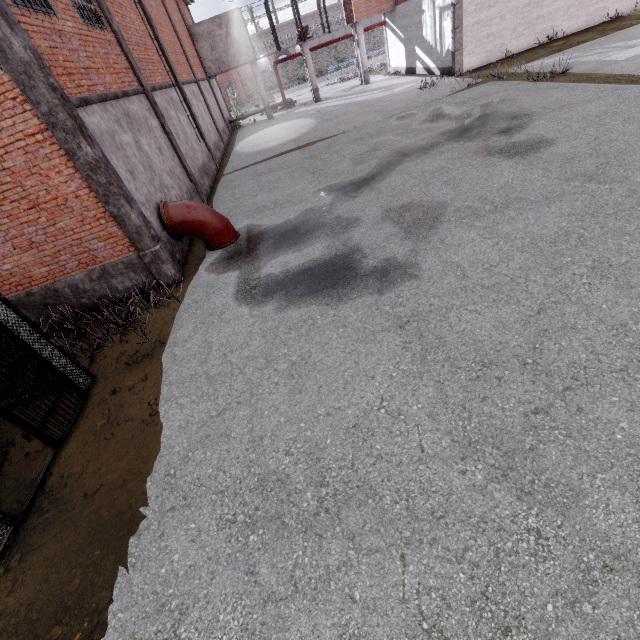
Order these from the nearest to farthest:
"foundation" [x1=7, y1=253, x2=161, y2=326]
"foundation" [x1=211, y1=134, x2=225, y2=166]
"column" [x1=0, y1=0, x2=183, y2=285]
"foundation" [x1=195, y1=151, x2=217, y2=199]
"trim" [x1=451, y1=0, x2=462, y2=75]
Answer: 1. "column" [x1=0, y1=0, x2=183, y2=285]
2. "foundation" [x1=7, y1=253, x2=161, y2=326]
3. "foundation" [x1=195, y1=151, x2=217, y2=199]
4. "trim" [x1=451, y1=0, x2=462, y2=75]
5. "foundation" [x1=211, y1=134, x2=225, y2=166]

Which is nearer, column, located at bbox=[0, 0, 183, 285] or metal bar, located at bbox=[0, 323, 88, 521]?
metal bar, located at bbox=[0, 323, 88, 521]

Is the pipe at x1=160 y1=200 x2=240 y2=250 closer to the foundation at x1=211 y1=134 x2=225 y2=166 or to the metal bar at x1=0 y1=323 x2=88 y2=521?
the metal bar at x1=0 y1=323 x2=88 y2=521

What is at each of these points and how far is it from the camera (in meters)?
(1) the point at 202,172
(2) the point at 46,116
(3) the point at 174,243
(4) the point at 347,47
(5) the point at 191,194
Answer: (1) foundation, 14.24
(2) column, 5.94
(3) foundation, 8.91
(4) fence, 55.66
(5) foundation, 11.75

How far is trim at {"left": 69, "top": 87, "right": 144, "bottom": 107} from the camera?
6.55m

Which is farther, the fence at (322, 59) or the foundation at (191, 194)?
the fence at (322, 59)

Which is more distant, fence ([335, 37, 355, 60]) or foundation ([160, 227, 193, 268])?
fence ([335, 37, 355, 60])

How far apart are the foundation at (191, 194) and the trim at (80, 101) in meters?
2.8
